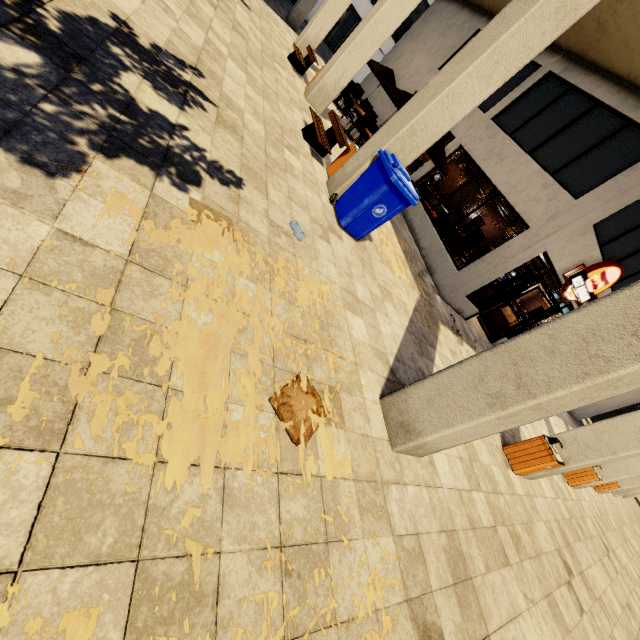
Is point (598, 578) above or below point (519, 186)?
below

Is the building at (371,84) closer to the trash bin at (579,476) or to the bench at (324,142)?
the trash bin at (579,476)

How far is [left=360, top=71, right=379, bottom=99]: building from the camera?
16.5m

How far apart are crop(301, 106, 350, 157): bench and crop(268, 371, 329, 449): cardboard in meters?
5.4 m

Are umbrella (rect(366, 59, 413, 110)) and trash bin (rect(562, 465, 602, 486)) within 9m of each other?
no

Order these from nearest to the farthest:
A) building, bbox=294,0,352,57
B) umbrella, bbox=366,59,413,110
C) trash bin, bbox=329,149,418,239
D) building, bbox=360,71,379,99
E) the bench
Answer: trash bin, bbox=329,149,418,239 → the bench → umbrella, bbox=366,59,413,110 → building, bbox=294,0,352,57 → building, bbox=360,71,379,99

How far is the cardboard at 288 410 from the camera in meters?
2.4 m

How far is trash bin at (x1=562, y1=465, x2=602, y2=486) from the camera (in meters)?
8.82
